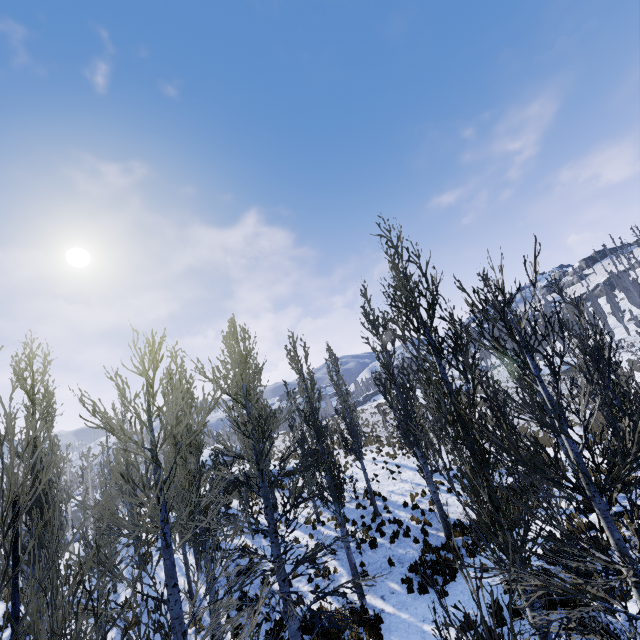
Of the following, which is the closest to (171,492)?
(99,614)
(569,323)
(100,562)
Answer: (100,562)
